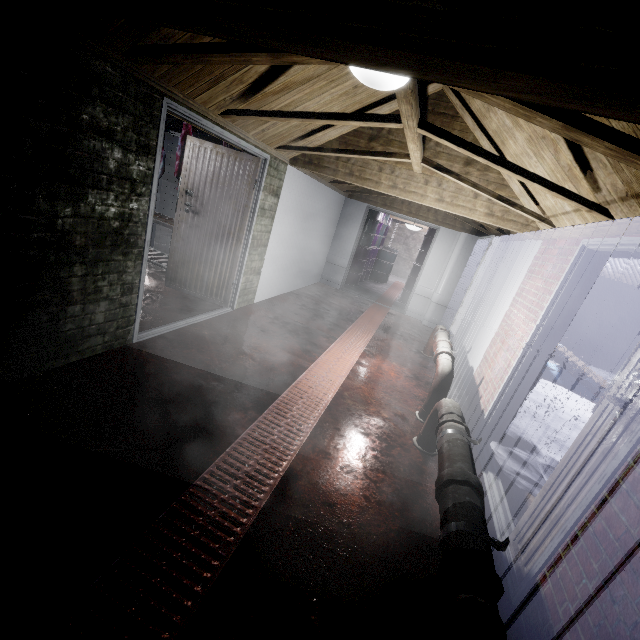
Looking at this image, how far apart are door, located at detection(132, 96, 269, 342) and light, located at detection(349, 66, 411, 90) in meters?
1.5

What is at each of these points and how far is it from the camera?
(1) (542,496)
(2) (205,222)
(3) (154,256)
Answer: (1) door, 1.87m
(2) door, 4.03m
(3) table, 4.88m

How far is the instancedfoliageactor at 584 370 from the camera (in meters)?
5.95

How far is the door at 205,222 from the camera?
2.71m

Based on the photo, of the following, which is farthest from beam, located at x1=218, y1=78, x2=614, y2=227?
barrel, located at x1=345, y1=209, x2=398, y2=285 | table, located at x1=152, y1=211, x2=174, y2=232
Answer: barrel, located at x1=345, y1=209, x2=398, y2=285

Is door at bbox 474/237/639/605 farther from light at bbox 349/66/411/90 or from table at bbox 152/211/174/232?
table at bbox 152/211/174/232

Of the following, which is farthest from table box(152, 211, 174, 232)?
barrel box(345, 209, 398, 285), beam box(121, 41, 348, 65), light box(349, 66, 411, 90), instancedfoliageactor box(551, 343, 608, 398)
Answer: barrel box(345, 209, 398, 285)

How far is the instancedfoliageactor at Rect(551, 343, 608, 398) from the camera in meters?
5.9
